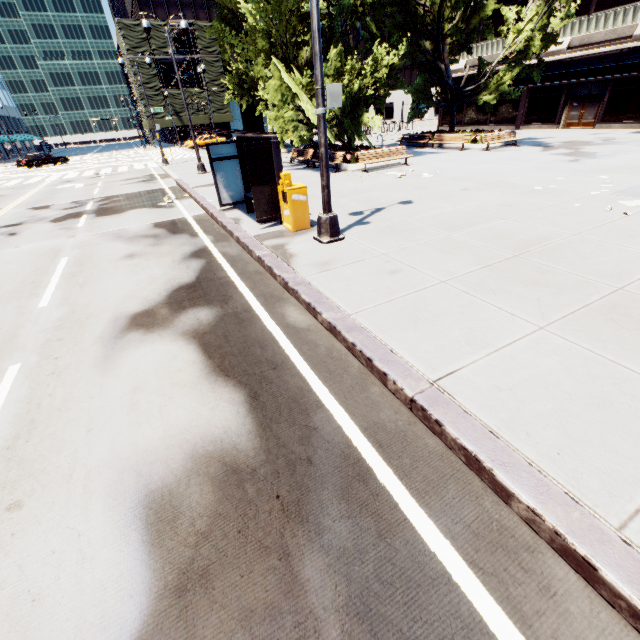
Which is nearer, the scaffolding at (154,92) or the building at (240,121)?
the scaffolding at (154,92)

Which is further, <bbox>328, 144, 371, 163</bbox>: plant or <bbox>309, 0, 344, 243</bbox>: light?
<bbox>328, 144, 371, 163</bbox>: plant

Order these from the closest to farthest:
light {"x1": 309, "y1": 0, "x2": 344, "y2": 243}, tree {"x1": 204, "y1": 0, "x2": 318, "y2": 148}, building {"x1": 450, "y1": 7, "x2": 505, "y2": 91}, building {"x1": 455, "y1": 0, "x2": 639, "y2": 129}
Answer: light {"x1": 309, "y1": 0, "x2": 344, "y2": 243} → tree {"x1": 204, "y1": 0, "x2": 318, "y2": 148} → building {"x1": 455, "y1": 0, "x2": 639, "y2": 129} → building {"x1": 450, "y1": 7, "x2": 505, "y2": 91}

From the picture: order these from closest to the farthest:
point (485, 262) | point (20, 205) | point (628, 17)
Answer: point (485, 262)
point (20, 205)
point (628, 17)

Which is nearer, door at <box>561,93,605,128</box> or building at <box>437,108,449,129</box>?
door at <box>561,93,605,128</box>

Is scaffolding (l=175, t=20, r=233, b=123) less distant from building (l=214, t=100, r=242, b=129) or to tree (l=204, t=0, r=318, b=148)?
building (l=214, t=100, r=242, b=129)

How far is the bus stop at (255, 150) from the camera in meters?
8.0

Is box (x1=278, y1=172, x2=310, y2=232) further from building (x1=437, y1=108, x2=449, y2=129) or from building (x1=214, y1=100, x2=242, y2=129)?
building (x1=214, y1=100, x2=242, y2=129)
